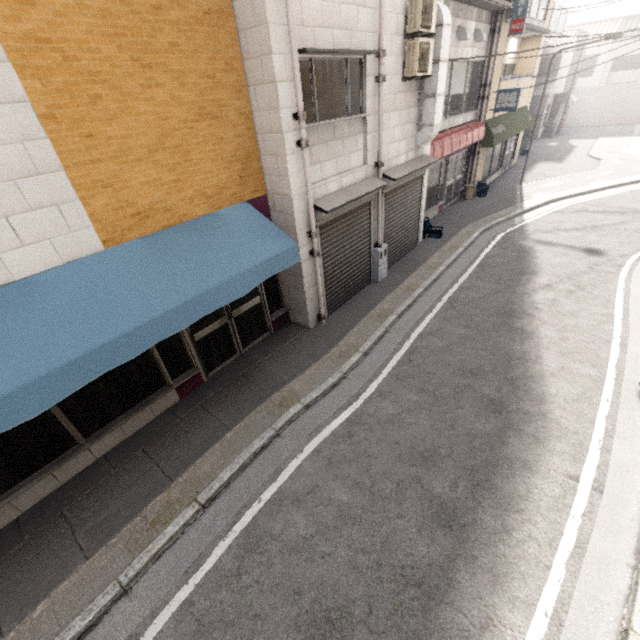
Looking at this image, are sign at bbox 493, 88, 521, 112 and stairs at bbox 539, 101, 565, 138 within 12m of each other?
no

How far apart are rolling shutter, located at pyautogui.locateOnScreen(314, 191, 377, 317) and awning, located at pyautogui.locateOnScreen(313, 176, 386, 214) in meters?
0.1

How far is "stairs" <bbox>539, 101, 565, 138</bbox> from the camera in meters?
25.5 m

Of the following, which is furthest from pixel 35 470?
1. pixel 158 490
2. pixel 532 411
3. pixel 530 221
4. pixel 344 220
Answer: pixel 530 221

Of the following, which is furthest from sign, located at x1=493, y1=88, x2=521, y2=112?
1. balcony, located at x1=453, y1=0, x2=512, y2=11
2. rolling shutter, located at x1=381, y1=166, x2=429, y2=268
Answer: rolling shutter, located at x1=381, y1=166, x2=429, y2=268

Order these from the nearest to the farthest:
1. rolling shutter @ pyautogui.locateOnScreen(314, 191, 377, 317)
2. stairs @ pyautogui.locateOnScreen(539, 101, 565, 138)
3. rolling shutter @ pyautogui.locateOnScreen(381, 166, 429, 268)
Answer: rolling shutter @ pyautogui.locateOnScreen(314, 191, 377, 317), rolling shutter @ pyautogui.locateOnScreen(381, 166, 429, 268), stairs @ pyautogui.locateOnScreen(539, 101, 565, 138)

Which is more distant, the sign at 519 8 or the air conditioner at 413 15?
the sign at 519 8

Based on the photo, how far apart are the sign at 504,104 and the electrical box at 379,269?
9.2m
